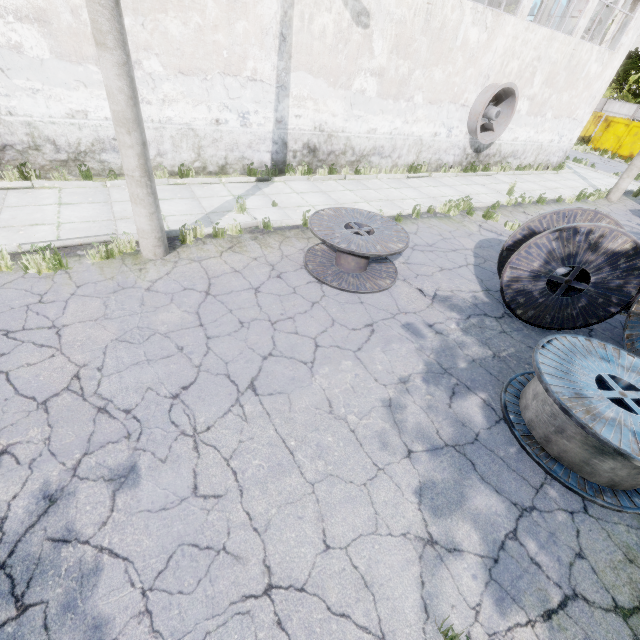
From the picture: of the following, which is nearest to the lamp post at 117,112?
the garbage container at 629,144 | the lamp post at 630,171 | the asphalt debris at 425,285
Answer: the asphalt debris at 425,285

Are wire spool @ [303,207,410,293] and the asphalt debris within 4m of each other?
yes

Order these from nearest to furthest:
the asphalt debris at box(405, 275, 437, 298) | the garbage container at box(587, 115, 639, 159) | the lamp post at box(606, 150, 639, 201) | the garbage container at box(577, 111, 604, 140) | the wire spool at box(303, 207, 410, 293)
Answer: the wire spool at box(303, 207, 410, 293)
the asphalt debris at box(405, 275, 437, 298)
the lamp post at box(606, 150, 639, 201)
the garbage container at box(587, 115, 639, 159)
the garbage container at box(577, 111, 604, 140)

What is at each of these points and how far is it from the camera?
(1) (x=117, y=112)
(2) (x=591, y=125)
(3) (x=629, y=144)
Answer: (1) lamp post, 4.6m
(2) garbage container, 31.2m
(3) garbage container, 26.5m

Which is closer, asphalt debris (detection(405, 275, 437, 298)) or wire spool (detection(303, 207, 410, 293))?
wire spool (detection(303, 207, 410, 293))

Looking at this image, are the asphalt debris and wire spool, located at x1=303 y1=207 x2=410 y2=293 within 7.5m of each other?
yes

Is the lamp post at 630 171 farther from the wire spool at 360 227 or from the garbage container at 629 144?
the garbage container at 629 144

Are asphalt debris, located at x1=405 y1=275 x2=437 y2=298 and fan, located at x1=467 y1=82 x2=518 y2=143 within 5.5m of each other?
no
